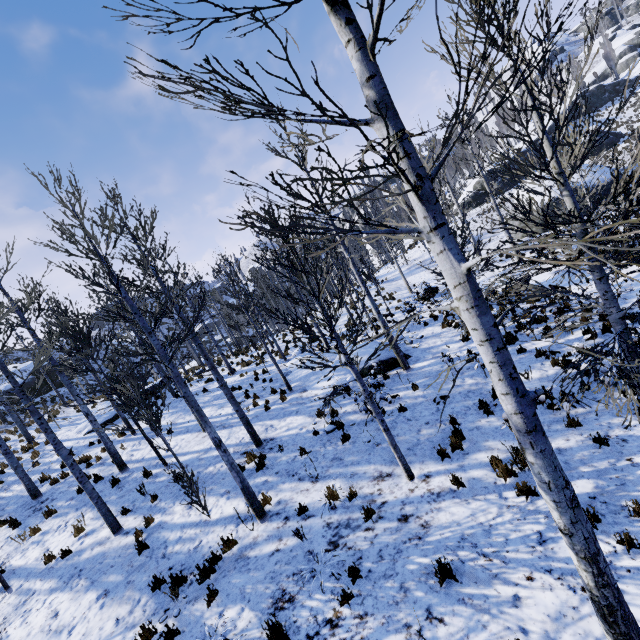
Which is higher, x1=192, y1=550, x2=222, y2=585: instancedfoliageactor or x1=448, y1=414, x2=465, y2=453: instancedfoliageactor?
x1=192, y1=550, x2=222, y2=585: instancedfoliageactor

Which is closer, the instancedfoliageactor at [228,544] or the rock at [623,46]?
the instancedfoliageactor at [228,544]

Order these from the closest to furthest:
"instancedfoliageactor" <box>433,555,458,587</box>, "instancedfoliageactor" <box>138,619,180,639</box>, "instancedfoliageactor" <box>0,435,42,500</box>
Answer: "instancedfoliageactor" <box>433,555,458,587</box>, "instancedfoliageactor" <box>138,619,180,639</box>, "instancedfoliageactor" <box>0,435,42,500</box>

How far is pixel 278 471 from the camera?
8.8 meters

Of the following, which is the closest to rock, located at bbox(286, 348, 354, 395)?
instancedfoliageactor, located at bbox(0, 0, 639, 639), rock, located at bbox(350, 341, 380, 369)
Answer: rock, located at bbox(350, 341, 380, 369)

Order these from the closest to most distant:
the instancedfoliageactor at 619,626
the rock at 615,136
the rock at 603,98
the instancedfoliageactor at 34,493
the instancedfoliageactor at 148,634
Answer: the instancedfoliageactor at 619,626 < the instancedfoliageactor at 148,634 < the instancedfoliageactor at 34,493 < the rock at 615,136 < the rock at 603,98

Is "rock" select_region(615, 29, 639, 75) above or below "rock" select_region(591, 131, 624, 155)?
above

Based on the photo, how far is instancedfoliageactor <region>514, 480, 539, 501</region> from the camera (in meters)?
5.34
